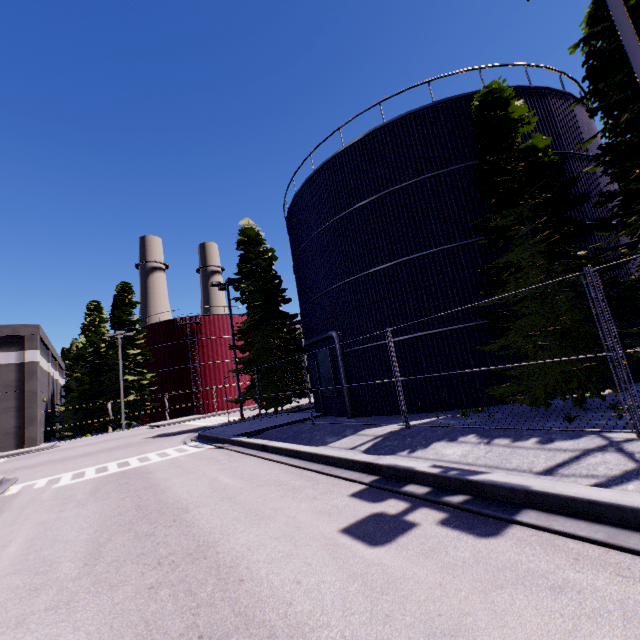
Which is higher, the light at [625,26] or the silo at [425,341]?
the light at [625,26]

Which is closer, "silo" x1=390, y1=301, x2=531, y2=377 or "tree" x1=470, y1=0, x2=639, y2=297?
"tree" x1=470, y1=0, x2=639, y2=297

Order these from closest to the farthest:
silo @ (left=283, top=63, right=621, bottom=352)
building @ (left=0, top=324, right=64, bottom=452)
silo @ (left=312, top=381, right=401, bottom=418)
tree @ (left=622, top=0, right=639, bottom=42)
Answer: tree @ (left=622, top=0, right=639, bottom=42), silo @ (left=283, top=63, right=621, bottom=352), silo @ (left=312, top=381, right=401, bottom=418), building @ (left=0, top=324, right=64, bottom=452)

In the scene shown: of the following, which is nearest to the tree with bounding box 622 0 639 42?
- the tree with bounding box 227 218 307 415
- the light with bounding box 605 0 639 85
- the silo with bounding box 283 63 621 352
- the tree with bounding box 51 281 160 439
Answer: the silo with bounding box 283 63 621 352

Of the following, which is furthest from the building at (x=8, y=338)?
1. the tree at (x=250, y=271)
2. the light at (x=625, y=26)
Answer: the light at (x=625, y=26)

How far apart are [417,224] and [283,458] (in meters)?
10.00

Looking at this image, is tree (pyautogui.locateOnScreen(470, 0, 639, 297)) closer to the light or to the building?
the light

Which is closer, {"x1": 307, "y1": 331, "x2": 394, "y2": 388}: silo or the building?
{"x1": 307, "y1": 331, "x2": 394, "y2": 388}: silo
